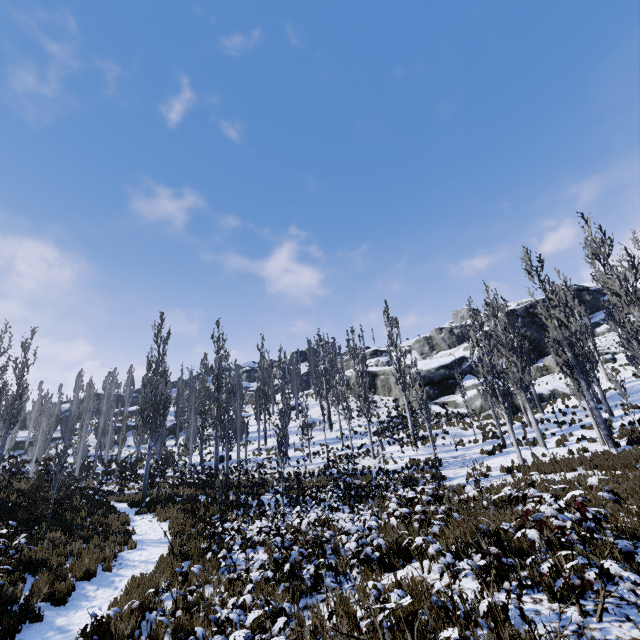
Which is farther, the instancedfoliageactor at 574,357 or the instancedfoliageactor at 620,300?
the instancedfoliageactor at 574,357

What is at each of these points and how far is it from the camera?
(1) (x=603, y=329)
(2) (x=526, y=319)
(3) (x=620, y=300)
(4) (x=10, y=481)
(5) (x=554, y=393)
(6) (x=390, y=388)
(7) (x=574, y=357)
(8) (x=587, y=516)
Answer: (1) rock, 40.88m
(2) rock, 43.50m
(3) instancedfoliageactor, 16.17m
(4) instancedfoliageactor, 15.24m
(5) rock, 30.11m
(6) rock, 45.25m
(7) instancedfoliageactor, 15.91m
(8) instancedfoliageactor, 4.23m

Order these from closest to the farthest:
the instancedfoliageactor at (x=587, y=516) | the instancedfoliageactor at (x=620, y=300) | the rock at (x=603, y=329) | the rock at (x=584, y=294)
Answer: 1. the instancedfoliageactor at (x=587, y=516)
2. the instancedfoliageactor at (x=620, y=300)
3. the rock at (x=603, y=329)
4. the rock at (x=584, y=294)

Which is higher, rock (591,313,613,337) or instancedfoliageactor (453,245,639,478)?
rock (591,313,613,337)

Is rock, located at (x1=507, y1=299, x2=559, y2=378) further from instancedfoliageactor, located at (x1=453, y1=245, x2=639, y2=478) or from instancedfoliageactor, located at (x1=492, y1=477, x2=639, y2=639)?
instancedfoliageactor, located at (x1=492, y1=477, x2=639, y2=639)

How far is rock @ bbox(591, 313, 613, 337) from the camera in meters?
40.3 m

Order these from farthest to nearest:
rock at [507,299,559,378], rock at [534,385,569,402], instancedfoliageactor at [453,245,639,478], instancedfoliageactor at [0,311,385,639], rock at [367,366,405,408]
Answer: rock at [367,366,405,408] < rock at [507,299,559,378] < rock at [534,385,569,402] < instancedfoliageactor at [453,245,639,478] < instancedfoliageactor at [0,311,385,639]
